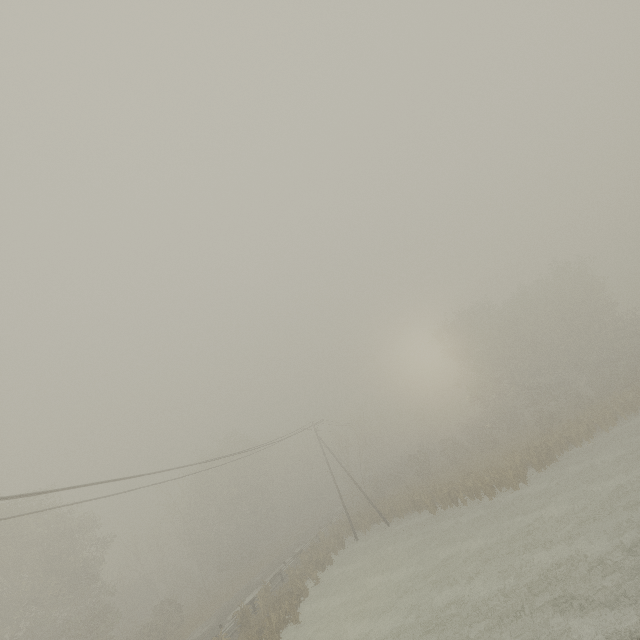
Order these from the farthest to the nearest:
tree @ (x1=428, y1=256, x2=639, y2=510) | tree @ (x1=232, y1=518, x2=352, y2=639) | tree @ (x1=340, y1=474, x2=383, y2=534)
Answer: tree @ (x1=340, y1=474, x2=383, y2=534)
tree @ (x1=428, y1=256, x2=639, y2=510)
tree @ (x1=232, y1=518, x2=352, y2=639)

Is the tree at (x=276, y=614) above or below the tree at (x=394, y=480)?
below

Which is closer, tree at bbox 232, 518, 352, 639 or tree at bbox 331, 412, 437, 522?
tree at bbox 232, 518, 352, 639

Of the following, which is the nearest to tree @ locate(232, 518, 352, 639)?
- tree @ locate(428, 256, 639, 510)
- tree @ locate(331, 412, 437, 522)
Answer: tree @ locate(331, 412, 437, 522)

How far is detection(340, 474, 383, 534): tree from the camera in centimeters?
3391cm

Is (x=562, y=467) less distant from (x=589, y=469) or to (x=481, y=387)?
(x=589, y=469)

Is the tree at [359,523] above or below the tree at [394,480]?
below
